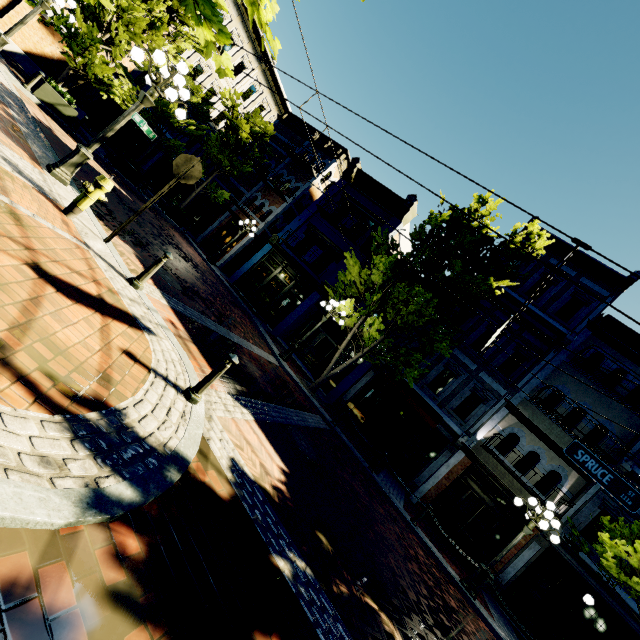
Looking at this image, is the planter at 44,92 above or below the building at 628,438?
below

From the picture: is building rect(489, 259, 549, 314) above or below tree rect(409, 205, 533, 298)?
above

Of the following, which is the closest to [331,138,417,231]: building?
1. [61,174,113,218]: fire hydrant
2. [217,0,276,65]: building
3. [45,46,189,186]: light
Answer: [217,0,276,65]: building

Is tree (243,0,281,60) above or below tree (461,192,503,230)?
below

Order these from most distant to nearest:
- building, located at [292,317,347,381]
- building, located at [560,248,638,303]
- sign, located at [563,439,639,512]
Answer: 1. building, located at [292,317,347,381]
2. building, located at [560,248,638,303]
3. sign, located at [563,439,639,512]

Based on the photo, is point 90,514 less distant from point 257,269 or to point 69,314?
point 69,314

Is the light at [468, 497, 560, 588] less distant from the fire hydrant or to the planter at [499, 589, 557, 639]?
the planter at [499, 589, 557, 639]

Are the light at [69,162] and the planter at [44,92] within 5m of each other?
no
